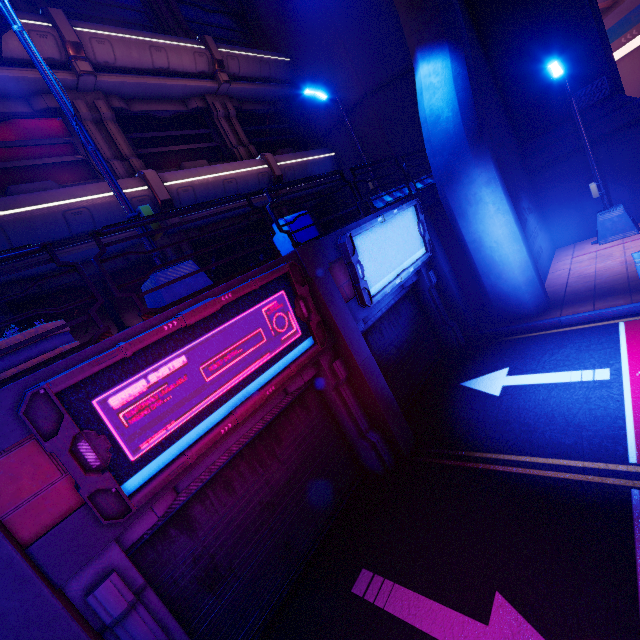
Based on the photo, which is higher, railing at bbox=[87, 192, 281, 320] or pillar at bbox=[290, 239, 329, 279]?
railing at bbox=[87, 192, 281, 320]

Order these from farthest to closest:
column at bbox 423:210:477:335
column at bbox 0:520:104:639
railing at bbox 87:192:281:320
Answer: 1. column at bbox 423:210:477:335
2. railing at bbox 87:192:281:320
3. column at bbox 0:520:104:639

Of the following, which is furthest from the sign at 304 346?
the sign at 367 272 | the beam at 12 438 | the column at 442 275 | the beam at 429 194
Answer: the beam at 429 194

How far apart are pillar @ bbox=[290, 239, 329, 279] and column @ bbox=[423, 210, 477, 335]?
4.6 meters

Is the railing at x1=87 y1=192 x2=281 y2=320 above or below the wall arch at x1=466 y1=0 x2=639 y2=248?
above

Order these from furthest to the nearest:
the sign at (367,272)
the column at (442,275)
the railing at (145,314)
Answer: the column at (442,275)
the sign at (367,272)
the railing at (145,314)

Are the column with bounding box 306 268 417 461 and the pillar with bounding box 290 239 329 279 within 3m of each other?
yes

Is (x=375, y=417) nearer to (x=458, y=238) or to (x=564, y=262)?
(x=458, y=238)
